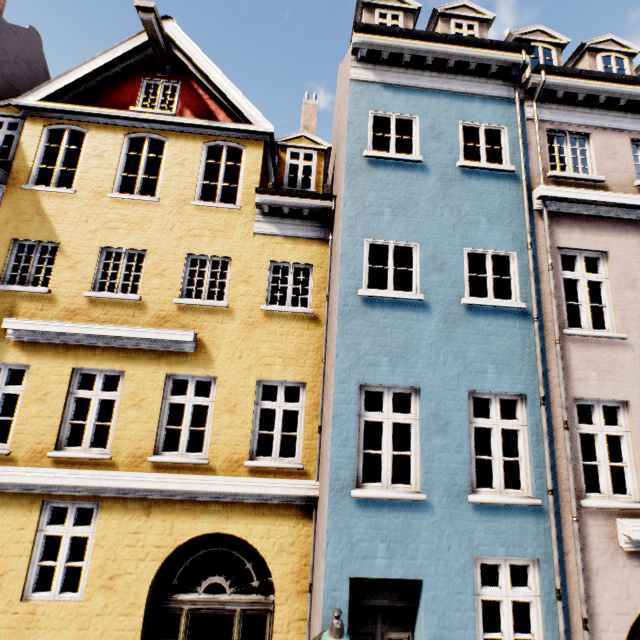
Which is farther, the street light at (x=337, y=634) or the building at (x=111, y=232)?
the building at (x=111, y=232)

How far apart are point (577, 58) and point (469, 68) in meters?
4.2 m

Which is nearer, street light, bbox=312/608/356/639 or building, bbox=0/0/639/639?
street light, bbox=312/608/356/639
